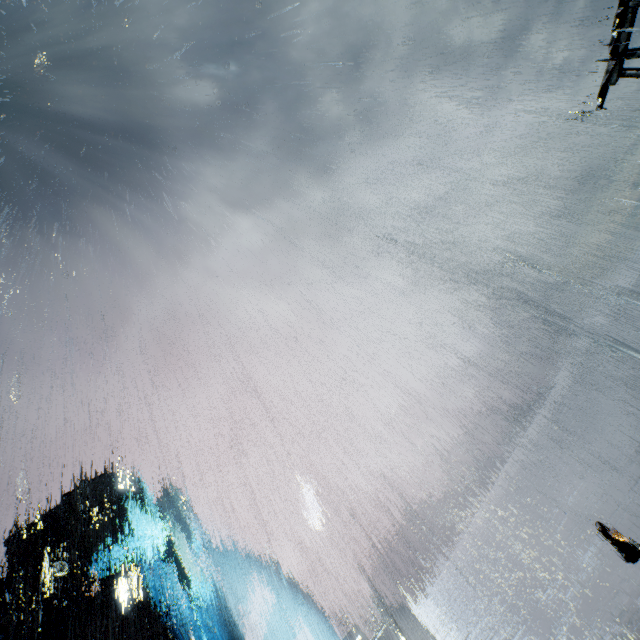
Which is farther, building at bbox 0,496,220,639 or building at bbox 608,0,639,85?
building at bbox 0,496,220,639

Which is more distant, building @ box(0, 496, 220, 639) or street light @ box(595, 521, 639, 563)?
building @ box(0, 496, 220, 639)

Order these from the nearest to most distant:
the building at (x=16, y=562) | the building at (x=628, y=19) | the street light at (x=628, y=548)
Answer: the building at (x=628, y=19), the street light at (x=628, y=548), the building at (x=16, y=562)

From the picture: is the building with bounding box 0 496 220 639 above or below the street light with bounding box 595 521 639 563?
above

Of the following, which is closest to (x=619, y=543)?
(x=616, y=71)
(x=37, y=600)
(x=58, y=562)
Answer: (x=616, y=71)

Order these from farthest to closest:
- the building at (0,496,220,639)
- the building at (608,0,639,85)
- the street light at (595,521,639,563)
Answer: the building at (0,496,220,639) < the street light at (595,521,639,563) < the building at (608,0,639,85)

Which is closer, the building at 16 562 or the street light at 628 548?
the street light at 628 548
